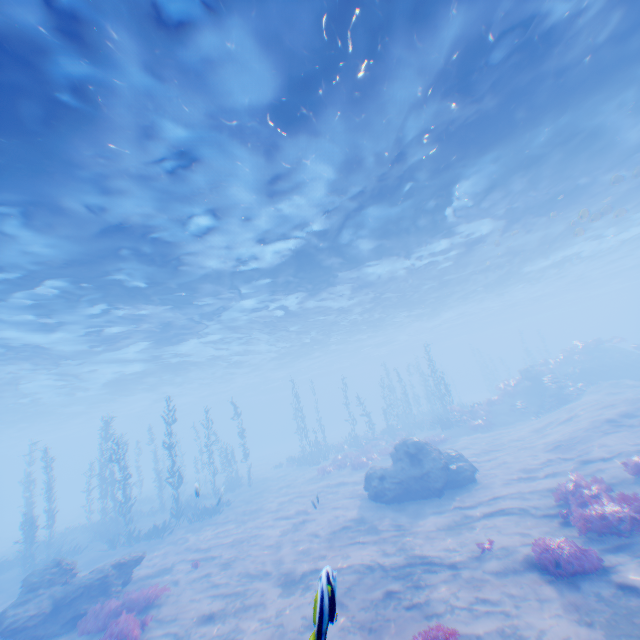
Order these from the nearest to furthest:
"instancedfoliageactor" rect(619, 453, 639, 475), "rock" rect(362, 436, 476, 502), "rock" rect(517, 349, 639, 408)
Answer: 1. "instancedfoliageactor" rect(619, 453, 639, 475)
2. "rock" rect(362, 436, 476, 502)
3. "rock" rect(517, 349, 639, 408)

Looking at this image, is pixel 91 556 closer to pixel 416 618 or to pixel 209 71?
pixel 416 618

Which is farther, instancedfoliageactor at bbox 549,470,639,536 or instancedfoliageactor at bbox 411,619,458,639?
instancedfoliageactor at bbox 549,470,639,536

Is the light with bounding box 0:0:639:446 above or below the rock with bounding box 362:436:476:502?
above

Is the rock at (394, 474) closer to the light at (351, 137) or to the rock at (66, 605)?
the rock at (66, 605)

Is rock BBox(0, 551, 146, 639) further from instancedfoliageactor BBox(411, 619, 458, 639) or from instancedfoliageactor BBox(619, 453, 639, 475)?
instancedfoliageactor BBox(619, 453, 639, 475)

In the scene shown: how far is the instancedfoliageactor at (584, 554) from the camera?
Answer: 6.8m

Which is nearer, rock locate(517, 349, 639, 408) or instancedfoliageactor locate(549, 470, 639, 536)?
instancedfoliageactor locate(549, 470, 639, 536)
